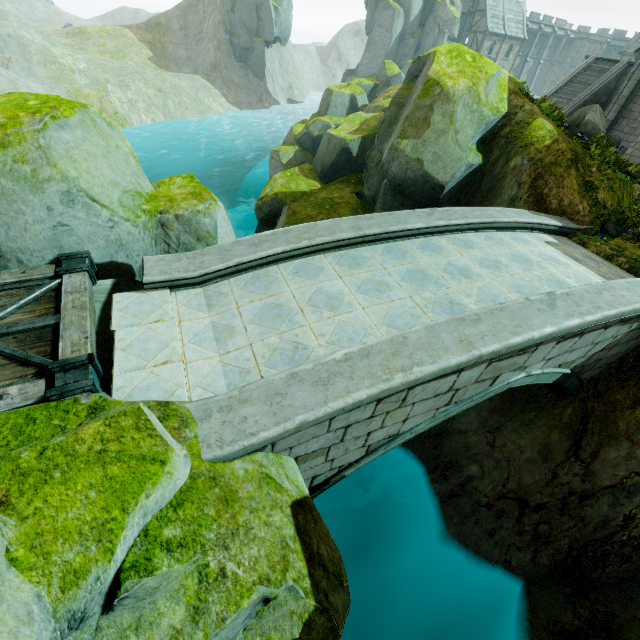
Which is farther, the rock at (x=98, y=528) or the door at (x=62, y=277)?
the door at (x=62, y=277)

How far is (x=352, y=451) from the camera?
5.17m

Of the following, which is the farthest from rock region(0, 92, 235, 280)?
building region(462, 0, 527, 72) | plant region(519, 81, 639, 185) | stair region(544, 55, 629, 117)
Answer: stair region(544, 55, 629, 117)

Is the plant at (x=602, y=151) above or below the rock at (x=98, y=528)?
above

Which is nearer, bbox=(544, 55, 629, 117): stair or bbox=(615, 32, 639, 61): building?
bbox=(544, 55, 629, 117): stair

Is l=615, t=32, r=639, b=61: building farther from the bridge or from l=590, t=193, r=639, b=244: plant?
l=590, t=193, r=639, b=244: plant

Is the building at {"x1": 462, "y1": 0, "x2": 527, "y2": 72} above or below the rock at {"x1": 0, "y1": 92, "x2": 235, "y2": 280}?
above

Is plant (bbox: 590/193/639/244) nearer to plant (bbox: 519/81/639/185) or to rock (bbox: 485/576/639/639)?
plant (bbox: 519/81/639/185)
